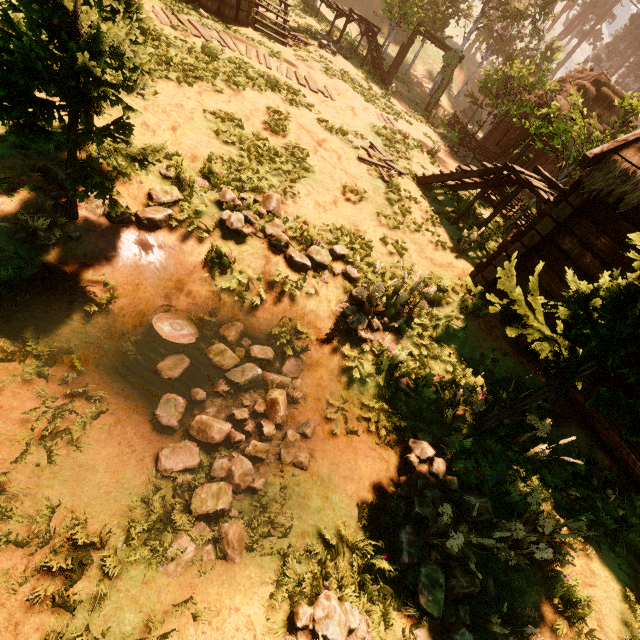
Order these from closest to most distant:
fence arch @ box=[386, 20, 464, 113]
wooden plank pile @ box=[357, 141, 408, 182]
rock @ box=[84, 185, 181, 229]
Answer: rock @ box=[84, 185, 181, 229] → wooden plank pile @ box=[357, 141, 408, 182] → fence arch @ box=[386, 20, 464, 113]

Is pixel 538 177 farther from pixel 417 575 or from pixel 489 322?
pixel 417 575

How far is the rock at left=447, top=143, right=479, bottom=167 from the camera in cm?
1777

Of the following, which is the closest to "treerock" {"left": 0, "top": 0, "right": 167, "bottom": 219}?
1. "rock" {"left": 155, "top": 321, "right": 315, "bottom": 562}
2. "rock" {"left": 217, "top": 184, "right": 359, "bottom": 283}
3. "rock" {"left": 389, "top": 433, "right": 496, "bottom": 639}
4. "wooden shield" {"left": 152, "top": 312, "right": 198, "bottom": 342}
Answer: "rock" {"left": 389, "top": 433, "right": 496, "bottom": 639}

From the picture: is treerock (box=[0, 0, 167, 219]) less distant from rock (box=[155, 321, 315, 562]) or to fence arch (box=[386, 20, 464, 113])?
fence arch (box=[386, 20, 464, 113])

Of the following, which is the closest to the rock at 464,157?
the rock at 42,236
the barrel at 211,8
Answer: the barrel at 211,8

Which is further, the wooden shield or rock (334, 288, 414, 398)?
rock (334, 288, 414, 398)

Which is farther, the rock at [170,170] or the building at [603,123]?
the building at [603,123]
